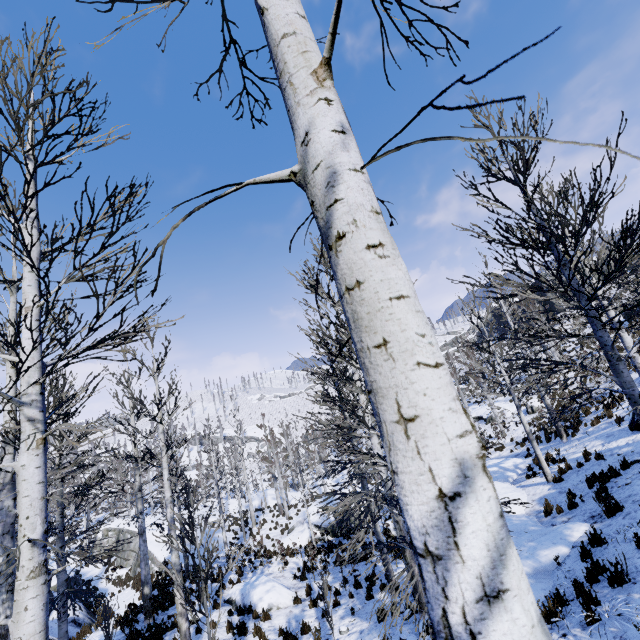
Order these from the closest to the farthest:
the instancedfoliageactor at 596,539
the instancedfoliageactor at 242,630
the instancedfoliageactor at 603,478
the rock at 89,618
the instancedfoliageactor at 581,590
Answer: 1. the instancedfoliageactor at 581,590
2. the instancedfoliageactor at 596,539
3. the instancedfoliageactor at 603,478
4. the instancedfoliageactor at 242,630
5. the rock at 89,618

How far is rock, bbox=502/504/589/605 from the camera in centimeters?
717cm

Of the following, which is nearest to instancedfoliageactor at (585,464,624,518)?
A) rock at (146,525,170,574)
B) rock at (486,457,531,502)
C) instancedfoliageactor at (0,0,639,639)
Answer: rock at (146,525,170,574)

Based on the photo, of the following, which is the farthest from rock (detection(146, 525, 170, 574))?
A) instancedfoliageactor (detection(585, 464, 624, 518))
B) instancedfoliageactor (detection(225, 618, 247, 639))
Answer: instancedfoliageactor (detection(225, 618, 247, 639))

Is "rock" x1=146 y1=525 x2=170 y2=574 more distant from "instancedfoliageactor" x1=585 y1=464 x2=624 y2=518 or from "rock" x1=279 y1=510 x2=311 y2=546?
"rock" x1=279 y1=510 x2=311 y2=546

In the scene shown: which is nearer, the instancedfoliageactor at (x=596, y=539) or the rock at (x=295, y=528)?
the instancedfoliageactor at (x=596, y=539)

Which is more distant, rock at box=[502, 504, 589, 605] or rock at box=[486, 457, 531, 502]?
rock at box=[486, 457, 531, 502]

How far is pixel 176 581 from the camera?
9.9m
